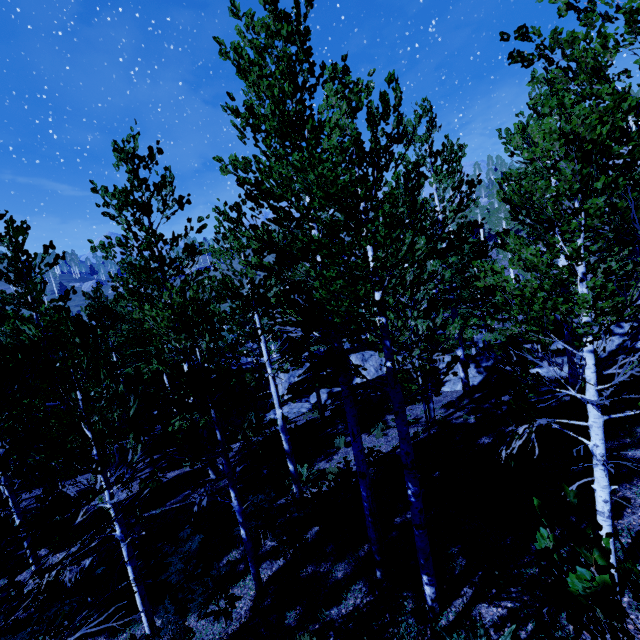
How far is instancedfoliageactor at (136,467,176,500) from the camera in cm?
606

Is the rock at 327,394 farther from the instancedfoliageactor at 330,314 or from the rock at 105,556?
the rock at 105,556

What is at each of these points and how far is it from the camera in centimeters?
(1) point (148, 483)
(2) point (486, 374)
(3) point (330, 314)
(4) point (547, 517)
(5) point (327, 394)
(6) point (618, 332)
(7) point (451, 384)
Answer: (1) instancedfoliageactor, 1248cm
(2) rock, 1478cm
(3) instancedfoliageactor, 496cm
(4) instancedfoliageactor, 185cm
(5) rock, 1973cm
(6) rock, 1328cm
(7) rock, 1509cm

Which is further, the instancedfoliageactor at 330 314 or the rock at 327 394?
the rock at 327 394

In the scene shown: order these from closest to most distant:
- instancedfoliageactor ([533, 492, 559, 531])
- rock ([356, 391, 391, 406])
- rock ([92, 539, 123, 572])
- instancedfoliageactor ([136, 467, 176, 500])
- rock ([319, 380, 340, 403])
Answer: instancedfoliageactor ([533, 492, 559, 531]) < instancedfoliageactor ([136, 467, 176, 500]) < rock ([92, 539, 123, 572]) < rock ([356, 391, 391, 406]) < rock ([319, 380, 340, 403])

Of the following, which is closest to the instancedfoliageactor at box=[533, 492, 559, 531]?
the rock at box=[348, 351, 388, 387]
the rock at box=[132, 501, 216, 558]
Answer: the rock at box=[348, 351, 388, 387]

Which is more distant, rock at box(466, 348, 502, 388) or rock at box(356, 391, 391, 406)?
rock at box(356, 391, 391, 406)

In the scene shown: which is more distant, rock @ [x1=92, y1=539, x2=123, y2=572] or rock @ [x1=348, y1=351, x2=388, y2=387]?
rock @ [x1=348, y1=351, x2=388, y2=387]
